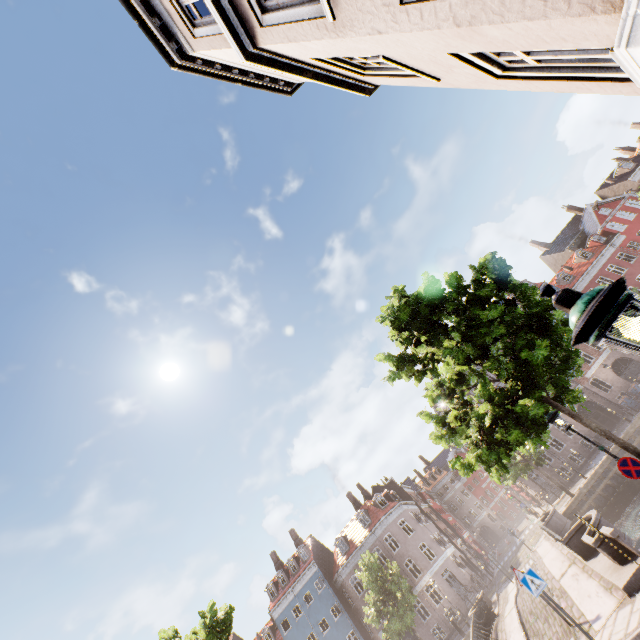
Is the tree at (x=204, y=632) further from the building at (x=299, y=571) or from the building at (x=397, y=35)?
the building at (x=299, y=571)

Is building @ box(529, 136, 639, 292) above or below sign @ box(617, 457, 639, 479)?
above

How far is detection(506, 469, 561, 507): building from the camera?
33.2 meters

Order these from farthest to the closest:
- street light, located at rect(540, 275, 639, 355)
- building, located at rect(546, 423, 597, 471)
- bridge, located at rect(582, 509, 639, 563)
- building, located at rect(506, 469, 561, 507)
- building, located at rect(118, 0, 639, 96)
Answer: building, located at rect(506, 469, 561, 507), building, located at rect(546, 423, 597, 471), bridge, located at rect(582, 509, 639, 563), building, located at rect(118, 0, 639, 96), street light, located at rect(540, 275, 639, 355)

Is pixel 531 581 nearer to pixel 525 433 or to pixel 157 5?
pixel 525 433

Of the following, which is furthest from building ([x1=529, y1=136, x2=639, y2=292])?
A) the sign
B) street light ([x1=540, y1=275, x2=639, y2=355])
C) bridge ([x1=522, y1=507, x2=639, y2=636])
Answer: the sign

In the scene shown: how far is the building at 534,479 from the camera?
33.2 meters

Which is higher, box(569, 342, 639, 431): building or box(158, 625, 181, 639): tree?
box(158, 625, 181, 639): tree
